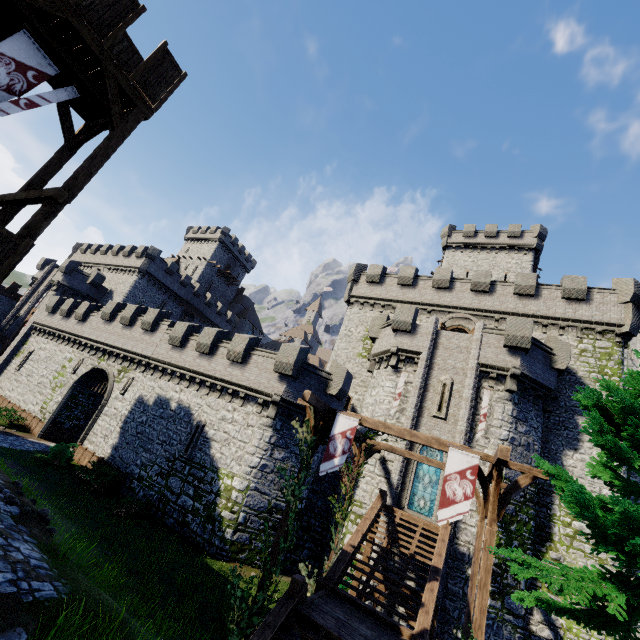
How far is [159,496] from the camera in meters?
19.0 m

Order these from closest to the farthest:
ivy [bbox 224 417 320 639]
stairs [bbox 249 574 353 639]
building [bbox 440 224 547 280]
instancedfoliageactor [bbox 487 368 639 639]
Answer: instancedfoliageactor [bbox 487 368 639 639]
stairs [bbox 249 574 353 639]
ivy [bbox 224 417 320 639]
building [bbox 440 224 547 280]

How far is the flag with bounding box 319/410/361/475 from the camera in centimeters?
1048cm

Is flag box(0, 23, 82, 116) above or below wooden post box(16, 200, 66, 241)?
above

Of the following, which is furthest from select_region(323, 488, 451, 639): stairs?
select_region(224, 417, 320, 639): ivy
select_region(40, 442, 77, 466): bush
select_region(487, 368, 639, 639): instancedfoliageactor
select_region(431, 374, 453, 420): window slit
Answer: select_region(40, 442, 77, 466): bush

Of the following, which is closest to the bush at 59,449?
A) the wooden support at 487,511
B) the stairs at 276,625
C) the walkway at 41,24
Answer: the walkway at 41,24

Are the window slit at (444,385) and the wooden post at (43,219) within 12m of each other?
no

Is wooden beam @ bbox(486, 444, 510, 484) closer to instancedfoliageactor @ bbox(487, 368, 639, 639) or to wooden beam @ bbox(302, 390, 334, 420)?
instancedfoliageactor @ bbox(487, 368, 639, 639)
